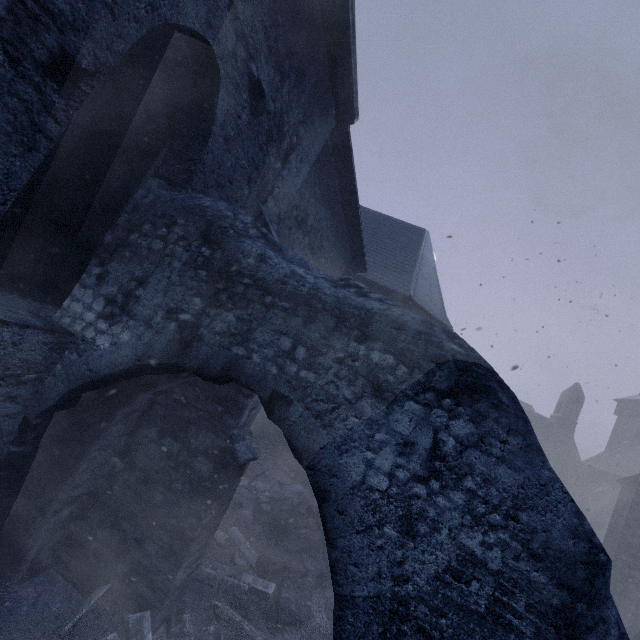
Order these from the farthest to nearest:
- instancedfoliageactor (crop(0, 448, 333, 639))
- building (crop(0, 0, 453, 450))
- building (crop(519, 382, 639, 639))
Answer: building (crop(519, 382, 639, 639))
instancedfoliageactor (crop(0, 448, 333, 639))
building (crop(0, 0, 453, 450))

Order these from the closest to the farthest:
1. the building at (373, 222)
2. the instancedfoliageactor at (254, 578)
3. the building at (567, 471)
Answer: the building at (373, 222)
the instancedfoliageactor at (254, 578)
the building at (567, 471)

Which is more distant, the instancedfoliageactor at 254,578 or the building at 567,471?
the building at 567,471

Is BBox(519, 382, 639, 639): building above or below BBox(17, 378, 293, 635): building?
above

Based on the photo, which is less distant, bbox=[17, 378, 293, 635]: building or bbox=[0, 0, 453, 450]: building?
bbox=[0, 0, 453, 450]: building

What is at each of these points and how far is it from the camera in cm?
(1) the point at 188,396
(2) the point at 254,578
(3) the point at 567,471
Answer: (1) building, 389
(2) instancedfoliageactor, 448
(3) building, 2438
